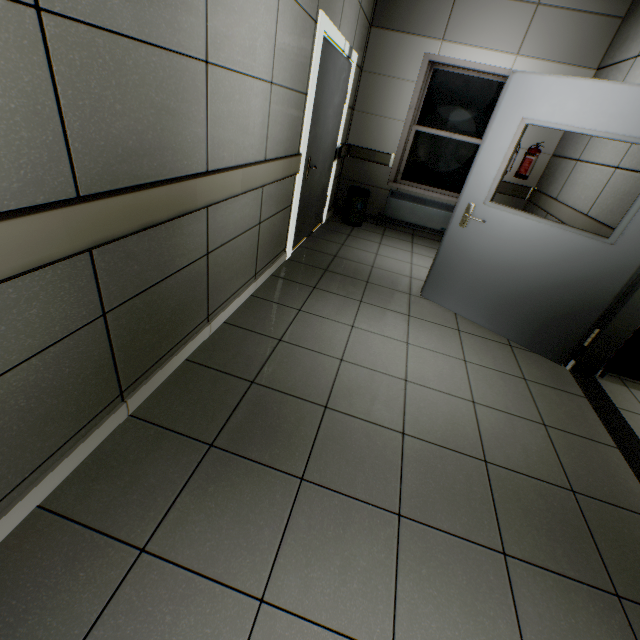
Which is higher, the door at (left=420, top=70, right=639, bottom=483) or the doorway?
the doorway

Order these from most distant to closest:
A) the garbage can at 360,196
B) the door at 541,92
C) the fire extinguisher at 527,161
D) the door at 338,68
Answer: the garbage can at 360,196, the fire extinguisher at 527,161, the door at 338,68, the door at 541,92

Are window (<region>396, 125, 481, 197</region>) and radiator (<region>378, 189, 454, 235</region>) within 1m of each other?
yes

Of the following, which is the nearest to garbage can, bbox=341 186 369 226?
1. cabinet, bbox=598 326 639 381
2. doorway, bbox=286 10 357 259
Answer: doorway, bbox=286 10 357 259

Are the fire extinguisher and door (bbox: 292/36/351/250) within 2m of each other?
no

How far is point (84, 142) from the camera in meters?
1.1

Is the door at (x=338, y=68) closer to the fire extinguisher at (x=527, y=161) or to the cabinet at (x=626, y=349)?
the fire extinguisher at (x=527, y=161)

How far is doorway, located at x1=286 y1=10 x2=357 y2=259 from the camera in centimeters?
275cm
